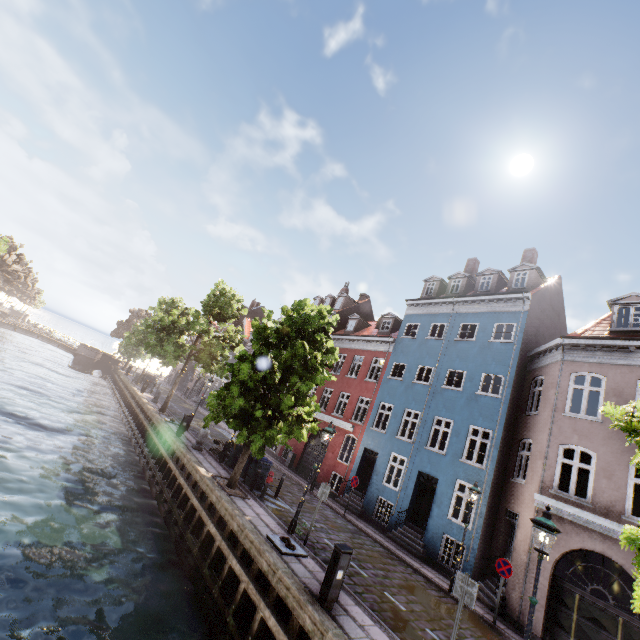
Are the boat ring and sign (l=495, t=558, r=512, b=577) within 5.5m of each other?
no

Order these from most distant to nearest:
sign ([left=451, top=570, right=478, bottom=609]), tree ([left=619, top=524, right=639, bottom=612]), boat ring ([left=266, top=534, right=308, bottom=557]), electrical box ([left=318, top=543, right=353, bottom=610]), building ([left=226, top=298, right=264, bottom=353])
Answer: building ([left=226, top=298, right=264, bottom=353]) < boat ring ([left=266, top=534, right=308, bottom=557]) < electrical box ([left=318, top=543, right=353, bottom=610]) < sign ([left=451, top=570, right=478, bottom=609]) < tree ([left=619, top=524, right=639, bottom=612])

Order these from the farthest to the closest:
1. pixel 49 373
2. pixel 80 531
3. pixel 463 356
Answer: pixel 49 373
pixel 463 356
pixel 80 531

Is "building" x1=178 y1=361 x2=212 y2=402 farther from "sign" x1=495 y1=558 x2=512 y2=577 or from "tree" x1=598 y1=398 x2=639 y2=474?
"tree" x1=598 y1=398 x2=639 y2=474

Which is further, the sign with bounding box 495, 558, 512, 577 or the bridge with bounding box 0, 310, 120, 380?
the bridge with bounding box 0, 310, 120, 380

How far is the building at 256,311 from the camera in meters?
41.2

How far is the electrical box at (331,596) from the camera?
7.3 meters

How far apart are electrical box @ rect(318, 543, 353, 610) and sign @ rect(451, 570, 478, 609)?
2.23m
